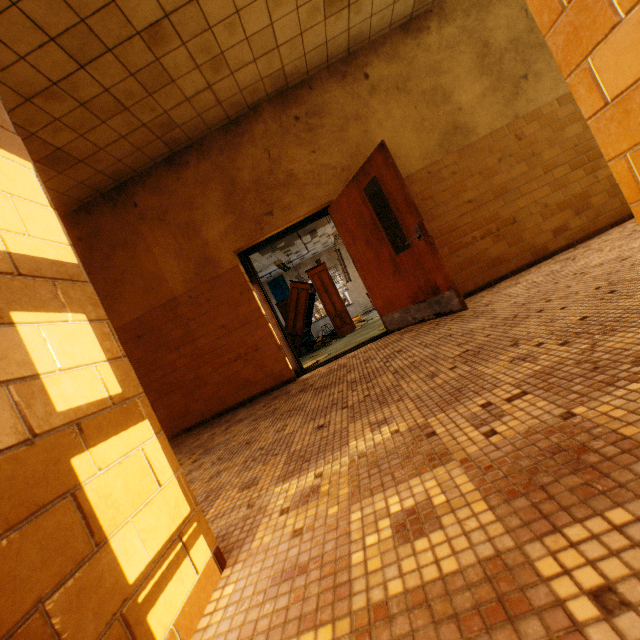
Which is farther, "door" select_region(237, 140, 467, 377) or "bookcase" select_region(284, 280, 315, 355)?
"bookcase" select_region(284, 280, 315, 355)

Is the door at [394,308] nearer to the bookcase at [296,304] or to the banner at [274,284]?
the bookcase at [296,304]

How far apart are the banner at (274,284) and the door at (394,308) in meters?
11.9

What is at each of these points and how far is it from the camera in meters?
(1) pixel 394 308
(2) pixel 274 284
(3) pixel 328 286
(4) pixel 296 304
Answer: (1) door, 4.6 m
(2) banner, 17.3 m
(3) book, 9.6 m
(4) bookcase, 9.6 m

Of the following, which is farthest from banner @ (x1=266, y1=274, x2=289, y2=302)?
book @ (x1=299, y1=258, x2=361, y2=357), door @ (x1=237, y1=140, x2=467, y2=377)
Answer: door @ (x1=237, y1=140, x2=467, y2=377)

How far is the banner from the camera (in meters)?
17.25

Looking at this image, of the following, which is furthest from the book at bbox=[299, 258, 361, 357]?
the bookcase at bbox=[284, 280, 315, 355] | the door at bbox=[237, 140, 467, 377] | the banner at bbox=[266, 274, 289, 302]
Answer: the banner at bbox=[266, 274, 289, 302]

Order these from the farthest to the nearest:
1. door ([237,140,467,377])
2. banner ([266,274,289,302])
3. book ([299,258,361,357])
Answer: banner ([266,274,289,302]) → book ([299,258,361,357]) → door ([237,140,467,377])
